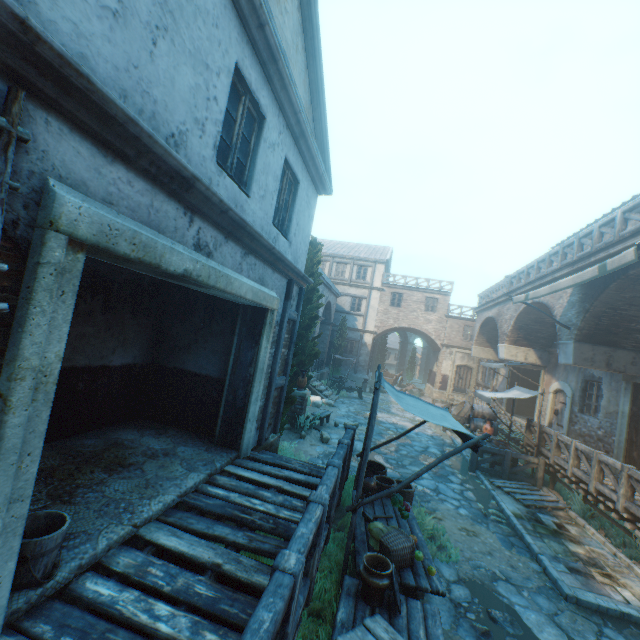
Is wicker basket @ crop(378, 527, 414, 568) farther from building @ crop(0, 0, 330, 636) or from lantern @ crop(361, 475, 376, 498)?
building @ crop(0, 0, 330, 636)

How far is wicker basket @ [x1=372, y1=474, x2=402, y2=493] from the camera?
6.3 meters

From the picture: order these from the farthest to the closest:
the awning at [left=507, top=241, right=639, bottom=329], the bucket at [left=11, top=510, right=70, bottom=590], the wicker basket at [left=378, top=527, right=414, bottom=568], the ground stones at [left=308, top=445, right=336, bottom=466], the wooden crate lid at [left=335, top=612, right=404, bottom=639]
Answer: the ground stones at [left=308, top=445, right=336, bottom=466] → the awning at [left=507, top=241, right=639, bottom=329] → the wicker basket at [left=378, top=527, right=414, bottom=568] → the wooden crate lid at [left=335, top=612, right=404, bottom=639] → the bucket at [left=11, top=510, right=70, bottom=590]

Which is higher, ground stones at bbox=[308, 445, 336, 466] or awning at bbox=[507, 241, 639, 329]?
awning at bbox=[507, 241, 639, 329]

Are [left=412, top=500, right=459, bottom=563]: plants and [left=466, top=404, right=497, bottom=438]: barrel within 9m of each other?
yes

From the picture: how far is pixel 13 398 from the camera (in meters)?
2.10

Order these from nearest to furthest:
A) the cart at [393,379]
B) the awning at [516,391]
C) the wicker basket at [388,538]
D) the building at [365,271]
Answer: →
the wicker basket at [388,538]
the awning at [516,391]
the cart at [393,379]
the building at [365,271]

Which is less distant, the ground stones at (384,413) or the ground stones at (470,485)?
the ground stones at (470,485)
